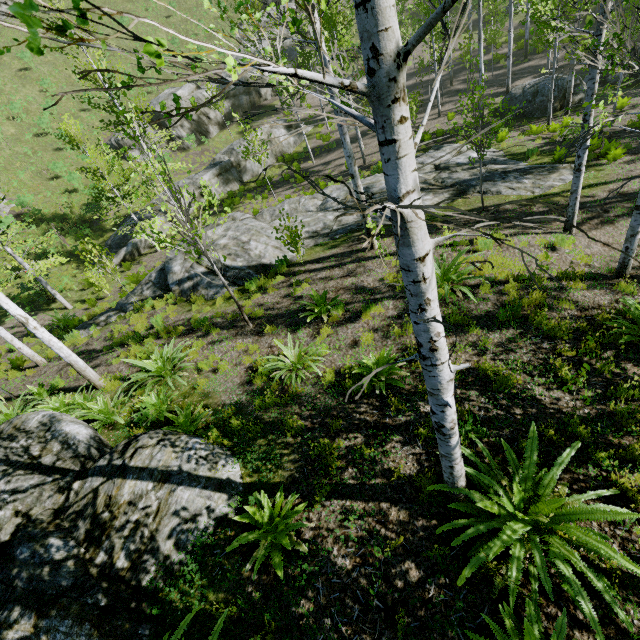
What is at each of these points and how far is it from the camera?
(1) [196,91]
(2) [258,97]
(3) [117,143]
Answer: (1) rock, 29.2 meters
(2) rock, 31.6 meters
(3) rock, 27.9 meters

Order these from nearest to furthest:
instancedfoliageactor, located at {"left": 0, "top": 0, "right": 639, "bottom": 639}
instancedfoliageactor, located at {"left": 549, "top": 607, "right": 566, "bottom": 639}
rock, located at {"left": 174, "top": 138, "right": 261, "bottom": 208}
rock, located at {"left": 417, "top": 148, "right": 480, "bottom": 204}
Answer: instancedfoliageactor, located at {"left": 0, "top": 0, "right": 639, "bottom": 639}, instancedfoliageactor, located at {"left": 549, "top": 607, "right": 566, "bottom": 639}, rock, located at {"left": 417, "top": 148, "right": 480, "bottom": 204}, rock, located at {"left": 174, "top": 138, "right": 261, "bottom": 208}

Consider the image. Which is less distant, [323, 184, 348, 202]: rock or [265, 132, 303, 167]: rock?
[323, 184, 348, 202]: rock

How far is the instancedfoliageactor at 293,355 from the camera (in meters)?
6.03

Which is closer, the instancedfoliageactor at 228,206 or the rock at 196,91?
the instancedfoliageactor at 228,206

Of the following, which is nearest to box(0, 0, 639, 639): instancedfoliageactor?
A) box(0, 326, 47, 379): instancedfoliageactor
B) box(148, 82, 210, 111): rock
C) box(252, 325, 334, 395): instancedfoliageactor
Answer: box(0, 326, 47, 379): instancedfoliageactor

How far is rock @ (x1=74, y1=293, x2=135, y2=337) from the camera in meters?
12.3 m
